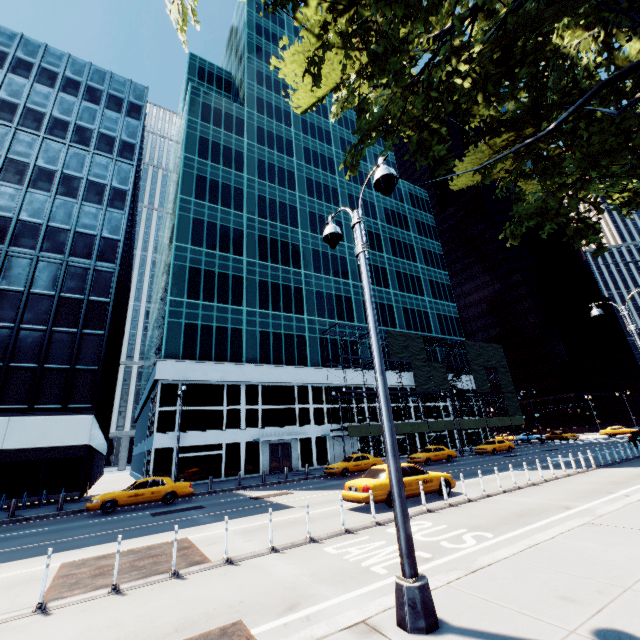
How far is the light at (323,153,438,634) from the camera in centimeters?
420cm

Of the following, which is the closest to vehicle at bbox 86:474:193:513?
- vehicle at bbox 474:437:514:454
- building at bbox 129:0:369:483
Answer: building at bbox 129:0:369:483

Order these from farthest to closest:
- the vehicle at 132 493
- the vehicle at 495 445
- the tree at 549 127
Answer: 1. the vehicle at 495 445
2. the vehicle at 132 493
3. the tree at 549 127

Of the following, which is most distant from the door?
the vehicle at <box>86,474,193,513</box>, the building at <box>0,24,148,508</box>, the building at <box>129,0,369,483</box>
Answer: the building at <box>0,24,148,508</box>

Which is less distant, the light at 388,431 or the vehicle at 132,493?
the light at 388,431

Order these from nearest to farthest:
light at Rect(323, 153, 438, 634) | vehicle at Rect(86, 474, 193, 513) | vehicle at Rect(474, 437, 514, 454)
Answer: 1. light at Rect(323, 153, 438, 634)
2. vehicle at Rect(86, 474, 193, 513)
3. vehicle at Rect(474, 437, 514, 454)

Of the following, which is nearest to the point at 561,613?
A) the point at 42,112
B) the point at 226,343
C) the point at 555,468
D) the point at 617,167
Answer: the point at 555,468

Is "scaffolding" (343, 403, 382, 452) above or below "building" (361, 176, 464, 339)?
below
